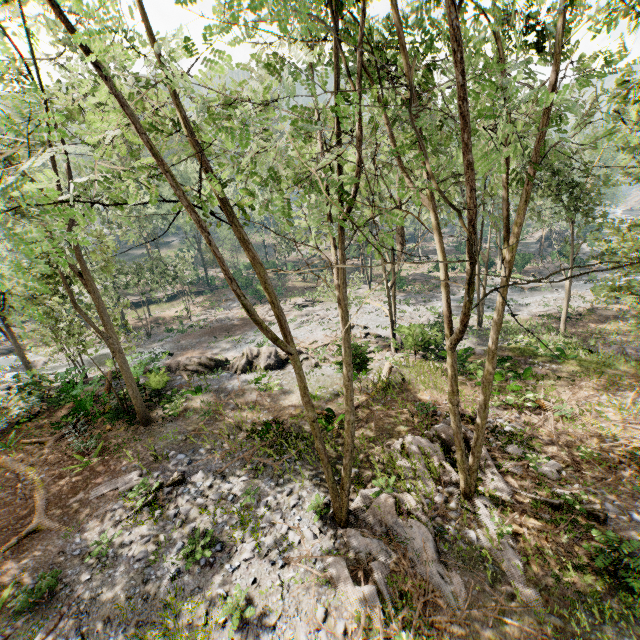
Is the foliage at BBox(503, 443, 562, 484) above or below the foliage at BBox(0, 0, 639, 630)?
below

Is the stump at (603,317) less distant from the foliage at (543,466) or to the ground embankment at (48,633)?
the foliage at (543,466)

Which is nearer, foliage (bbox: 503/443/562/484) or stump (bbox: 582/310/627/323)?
foliage (bbox: 503/443/562/484)

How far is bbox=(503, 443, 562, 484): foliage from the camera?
11.50m

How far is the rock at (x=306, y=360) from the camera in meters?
22.1

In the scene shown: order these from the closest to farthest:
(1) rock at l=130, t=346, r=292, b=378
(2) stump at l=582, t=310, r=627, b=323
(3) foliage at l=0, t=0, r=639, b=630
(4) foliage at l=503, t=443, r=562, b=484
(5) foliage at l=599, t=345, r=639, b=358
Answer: (3) foliage at l=0, t=0, r=639, b=630
(4) foliage at l=503, t=443, r=562, b=484
(5) foliage at l=599, t=345, r=639, b=358
(1) rock at l=130, t=346, r=292, b=378
(2) stump at l=582, t=310, r=627, b=323

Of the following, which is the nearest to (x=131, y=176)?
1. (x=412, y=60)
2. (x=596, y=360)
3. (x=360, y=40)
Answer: (x=360, y=40)

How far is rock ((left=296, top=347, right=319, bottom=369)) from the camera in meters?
22.1 m
